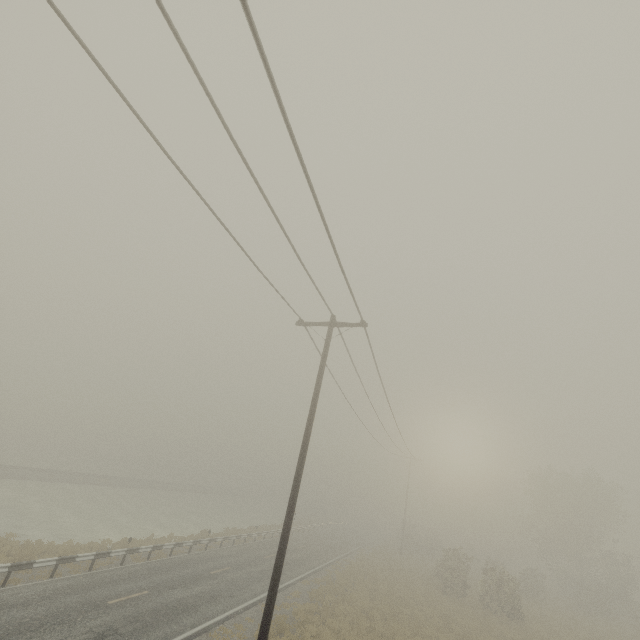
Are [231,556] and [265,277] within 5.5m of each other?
no
